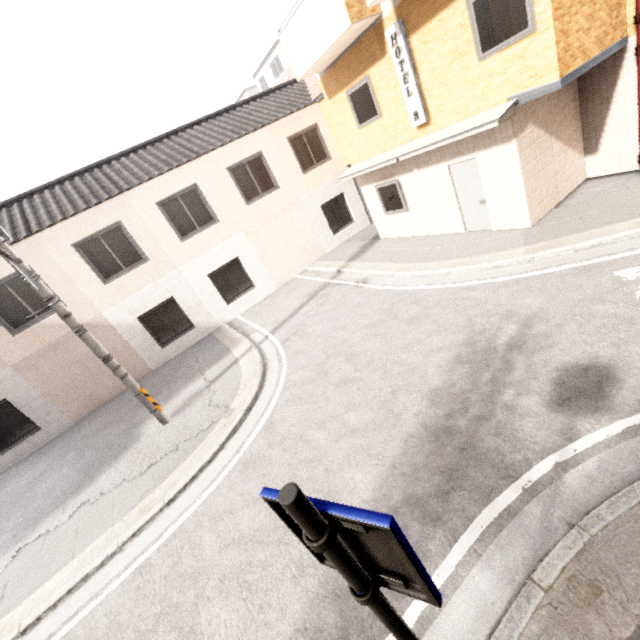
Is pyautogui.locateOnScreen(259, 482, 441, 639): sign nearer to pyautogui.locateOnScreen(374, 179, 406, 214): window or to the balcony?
the balcony

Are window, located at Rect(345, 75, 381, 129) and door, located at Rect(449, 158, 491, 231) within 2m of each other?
no

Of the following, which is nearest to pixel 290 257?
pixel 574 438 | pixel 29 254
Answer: pixel 29 254

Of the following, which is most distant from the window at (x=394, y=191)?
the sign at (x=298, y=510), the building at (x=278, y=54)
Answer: the building at (x=278, y=54)

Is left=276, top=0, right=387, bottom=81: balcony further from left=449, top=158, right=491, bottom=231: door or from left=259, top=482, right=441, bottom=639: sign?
left=259, top=482, right=441, bottom=639: sign

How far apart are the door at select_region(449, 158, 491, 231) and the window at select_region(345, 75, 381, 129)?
2.57m

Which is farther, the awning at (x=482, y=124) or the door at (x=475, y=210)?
the door at (x=475, y=210)

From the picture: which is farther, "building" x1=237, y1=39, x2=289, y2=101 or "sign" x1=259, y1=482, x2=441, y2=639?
"building" x1=237, y1=39, x2=289, y2=101
